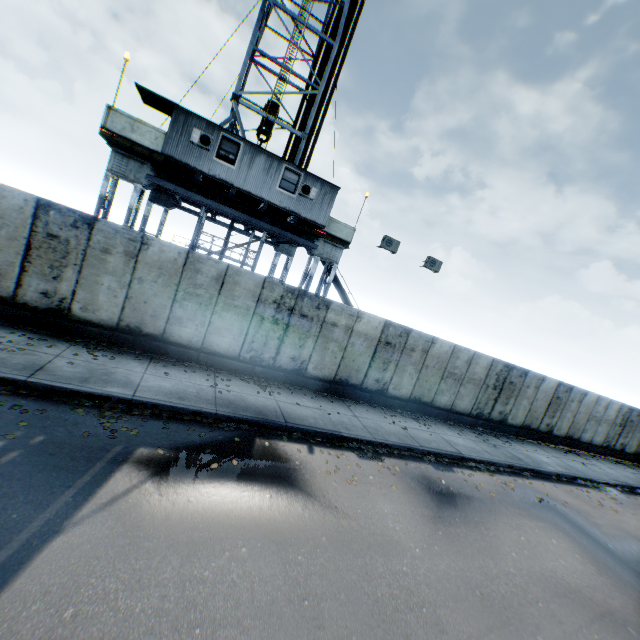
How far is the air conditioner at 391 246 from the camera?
15.1 meters

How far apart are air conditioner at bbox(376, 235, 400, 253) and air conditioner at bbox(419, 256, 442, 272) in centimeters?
183cm

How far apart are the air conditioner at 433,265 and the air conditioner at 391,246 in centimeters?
183cm

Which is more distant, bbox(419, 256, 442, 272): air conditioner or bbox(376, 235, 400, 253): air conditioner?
bbox(419, 256, 442, 272): air conditioner

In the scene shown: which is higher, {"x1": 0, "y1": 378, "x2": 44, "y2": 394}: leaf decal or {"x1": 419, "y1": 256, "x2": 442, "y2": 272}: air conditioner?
{"x1": 419, "y1": 256, "x2": 442, "y2": 272}: air conditioner

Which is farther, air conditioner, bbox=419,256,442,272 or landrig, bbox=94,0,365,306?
air conditioner, bbox=419,256,442,272

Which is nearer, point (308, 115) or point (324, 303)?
point (324, 303)

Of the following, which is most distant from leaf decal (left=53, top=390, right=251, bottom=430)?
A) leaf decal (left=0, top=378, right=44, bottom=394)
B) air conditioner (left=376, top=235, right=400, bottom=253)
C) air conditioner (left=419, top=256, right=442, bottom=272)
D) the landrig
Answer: the landrig
